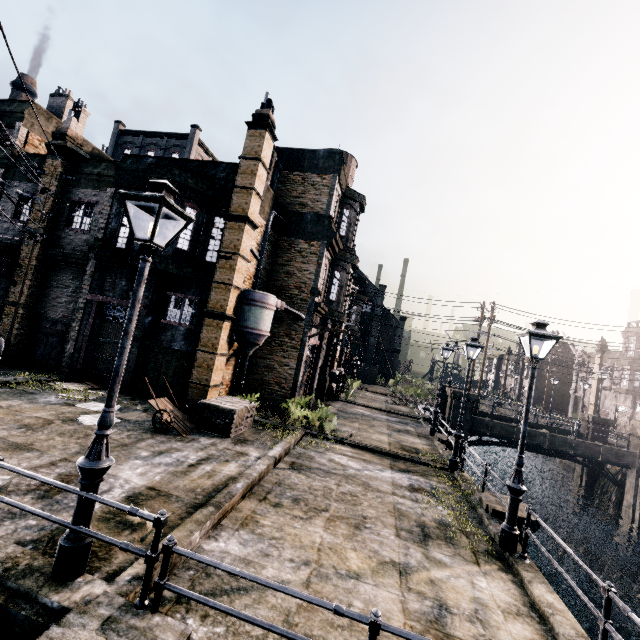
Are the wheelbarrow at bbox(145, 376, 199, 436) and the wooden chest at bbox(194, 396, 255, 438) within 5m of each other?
yes

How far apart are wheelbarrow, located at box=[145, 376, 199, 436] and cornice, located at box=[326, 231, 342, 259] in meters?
11.7

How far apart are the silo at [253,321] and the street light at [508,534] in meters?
11.0 m

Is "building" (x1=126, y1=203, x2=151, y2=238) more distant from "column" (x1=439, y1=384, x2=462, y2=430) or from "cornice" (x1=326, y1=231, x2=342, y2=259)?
"column" (x1=439, y1=384, x2=462, y2=430)

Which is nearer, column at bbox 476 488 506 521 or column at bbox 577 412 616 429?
column at bbox 476 488 506 521

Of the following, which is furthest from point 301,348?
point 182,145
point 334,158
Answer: point 182,145

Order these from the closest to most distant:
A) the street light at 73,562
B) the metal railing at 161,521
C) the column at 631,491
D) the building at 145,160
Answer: the metal railing at 161,521, the street light at 73,562, the building at 145,160, the column at 631,491

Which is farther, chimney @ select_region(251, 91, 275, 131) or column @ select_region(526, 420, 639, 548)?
column @ select_region(526, 420, 639, 548)
